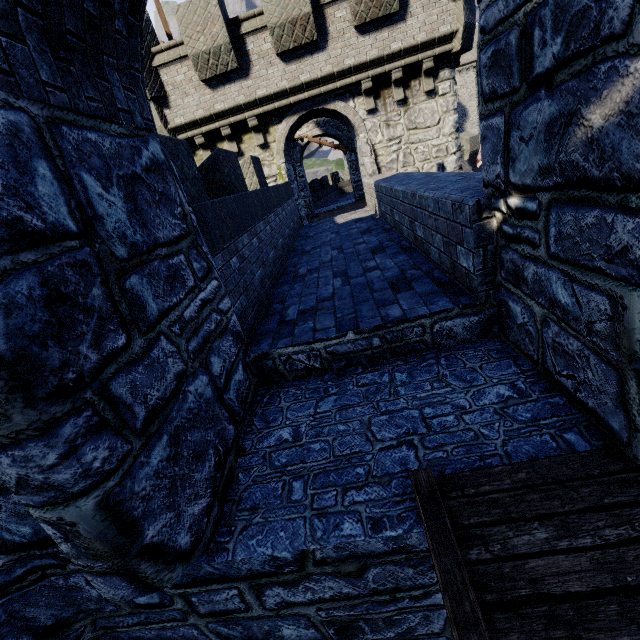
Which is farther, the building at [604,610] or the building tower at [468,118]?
the building tower at [468,118]

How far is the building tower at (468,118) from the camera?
44.4 meters

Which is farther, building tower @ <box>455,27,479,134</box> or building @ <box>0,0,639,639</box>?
building tower @ <box>455,27,479,134</box>

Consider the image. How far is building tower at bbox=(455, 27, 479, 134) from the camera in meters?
44.4

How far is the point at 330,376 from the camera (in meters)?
3.69
